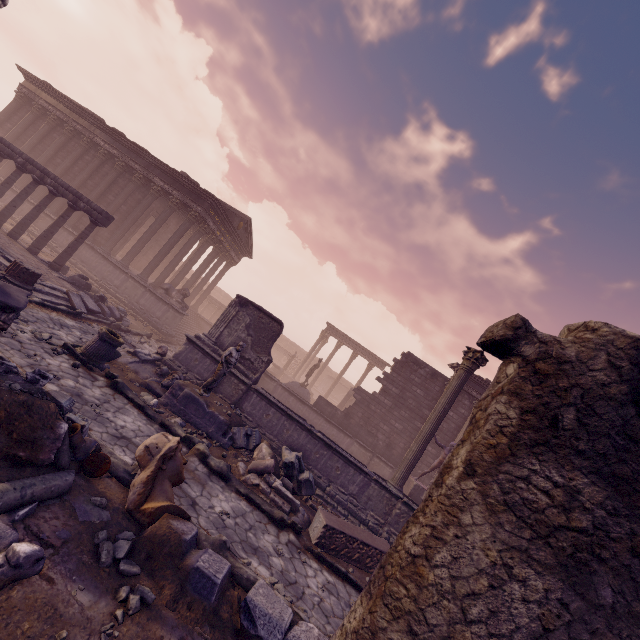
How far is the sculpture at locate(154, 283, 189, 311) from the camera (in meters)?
17.17

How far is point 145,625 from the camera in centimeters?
324cm

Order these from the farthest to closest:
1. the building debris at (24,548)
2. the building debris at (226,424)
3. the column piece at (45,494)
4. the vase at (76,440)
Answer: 1. the building debris at (226,424)
2. the vase at (76,440)
3. the column piece at (45,494)
4. the building debris at (24,548)

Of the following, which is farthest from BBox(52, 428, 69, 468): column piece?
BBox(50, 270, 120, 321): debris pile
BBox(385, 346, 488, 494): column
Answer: BBox(385, 346, 488, 494): column

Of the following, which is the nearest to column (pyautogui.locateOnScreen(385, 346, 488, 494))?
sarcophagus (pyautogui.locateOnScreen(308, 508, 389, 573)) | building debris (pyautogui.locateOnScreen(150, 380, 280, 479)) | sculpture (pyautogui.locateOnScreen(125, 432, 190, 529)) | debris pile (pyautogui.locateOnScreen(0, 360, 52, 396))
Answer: sarcophagus (pyautogui.locateOnScreen(308, 508, 389, 573))

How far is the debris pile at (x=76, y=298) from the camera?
11.10m

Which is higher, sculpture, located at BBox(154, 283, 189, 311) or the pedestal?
sculpture, located at BBox(154, 283, 189, 311)

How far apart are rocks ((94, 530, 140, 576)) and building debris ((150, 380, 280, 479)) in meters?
4.7 m
